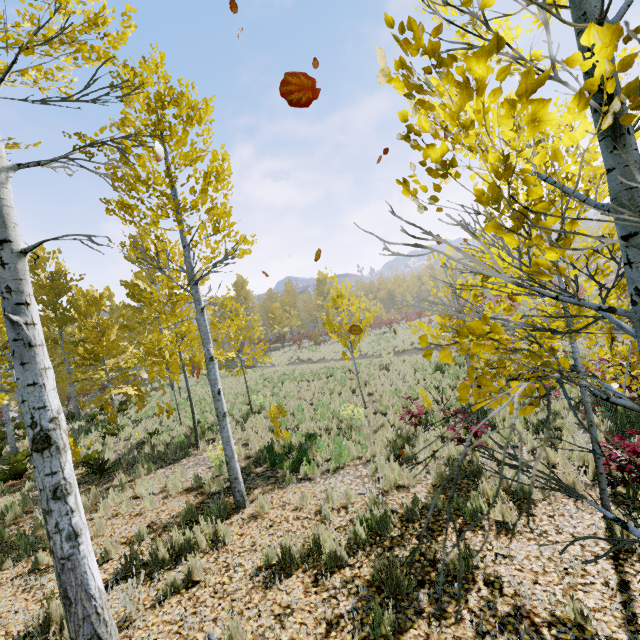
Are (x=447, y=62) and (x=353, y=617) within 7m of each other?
yes

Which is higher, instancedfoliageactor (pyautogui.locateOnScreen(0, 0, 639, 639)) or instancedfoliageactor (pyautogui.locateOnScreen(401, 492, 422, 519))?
instancedfoliageactor (pyautogui.locateOnScreen(0, 0, 639, 639))

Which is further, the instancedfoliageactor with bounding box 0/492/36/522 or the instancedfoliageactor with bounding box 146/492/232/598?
the instancedfoliageactor with bounding box 0/492/36/522

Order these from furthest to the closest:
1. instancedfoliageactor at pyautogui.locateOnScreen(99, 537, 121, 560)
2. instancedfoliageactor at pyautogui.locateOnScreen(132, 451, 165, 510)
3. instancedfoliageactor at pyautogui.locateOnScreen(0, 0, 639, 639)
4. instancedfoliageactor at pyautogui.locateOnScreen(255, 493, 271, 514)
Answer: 1. instancedfoliageactor at pyautogui.locateOnScreen(132, 451, 165, 510)
2. instancedfoliageactor at pyautogui.locateOnScreen(255, 493, 271, 514)
3. instancedfoliageactor at pyautogui.locateOnScreen(99, 537, 121, 560)
4. instancedfoliageactor at pyautogui.locateOnScreen(0, 0, 639, 639)

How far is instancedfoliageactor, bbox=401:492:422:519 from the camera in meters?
5.3 m

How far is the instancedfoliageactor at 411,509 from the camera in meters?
5.3

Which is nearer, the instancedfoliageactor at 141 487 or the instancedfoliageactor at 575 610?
the instancedfoliageactor at 575 610
